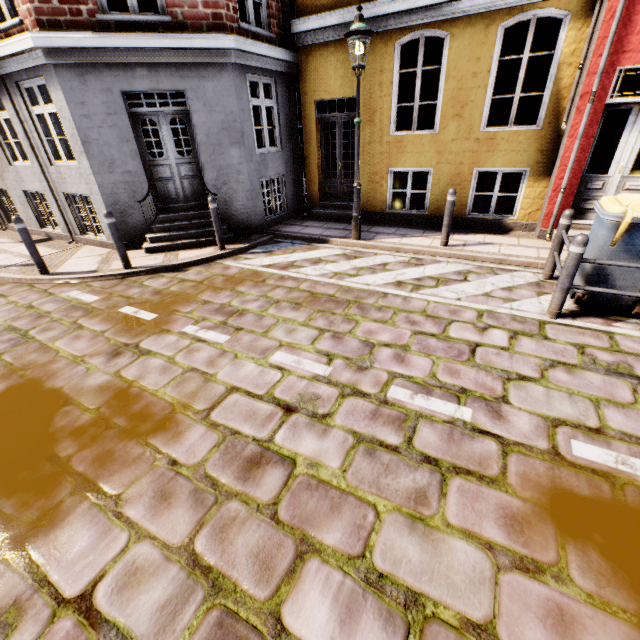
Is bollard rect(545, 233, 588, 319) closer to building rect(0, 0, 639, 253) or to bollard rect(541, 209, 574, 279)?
bollard rect(541, 209, 574, 279)

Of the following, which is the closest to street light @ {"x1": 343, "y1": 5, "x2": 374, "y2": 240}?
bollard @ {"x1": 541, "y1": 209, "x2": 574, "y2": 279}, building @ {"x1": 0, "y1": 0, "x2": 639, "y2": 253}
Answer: bollard @ {"x1": 541, "y1": 209, "x2": 574, "y2": 279}

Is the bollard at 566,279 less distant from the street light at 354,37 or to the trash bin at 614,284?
the trash bin at 614,284

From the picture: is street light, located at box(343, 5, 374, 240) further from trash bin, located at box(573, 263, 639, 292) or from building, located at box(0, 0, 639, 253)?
building, located at box(0, 0, 639, 253)

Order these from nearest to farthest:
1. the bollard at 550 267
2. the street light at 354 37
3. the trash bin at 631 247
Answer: the trash bin at 631 247 < the bollard at 550 267 < the street light at 354 37

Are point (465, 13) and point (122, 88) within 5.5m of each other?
no

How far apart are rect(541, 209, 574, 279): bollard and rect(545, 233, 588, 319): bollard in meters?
1.3

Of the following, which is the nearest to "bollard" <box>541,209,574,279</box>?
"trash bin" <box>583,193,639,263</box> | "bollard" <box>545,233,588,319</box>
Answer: "trash bin" <box>583,193,639,263</box>
